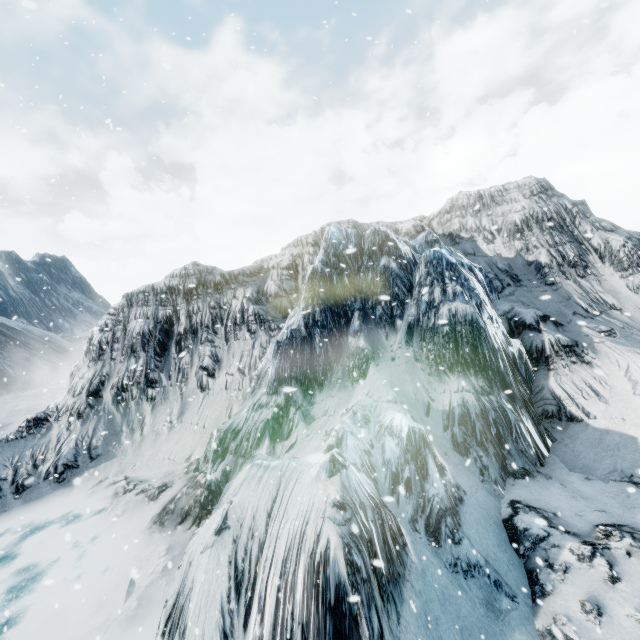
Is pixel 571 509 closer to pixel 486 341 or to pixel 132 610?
pixel 486 341
